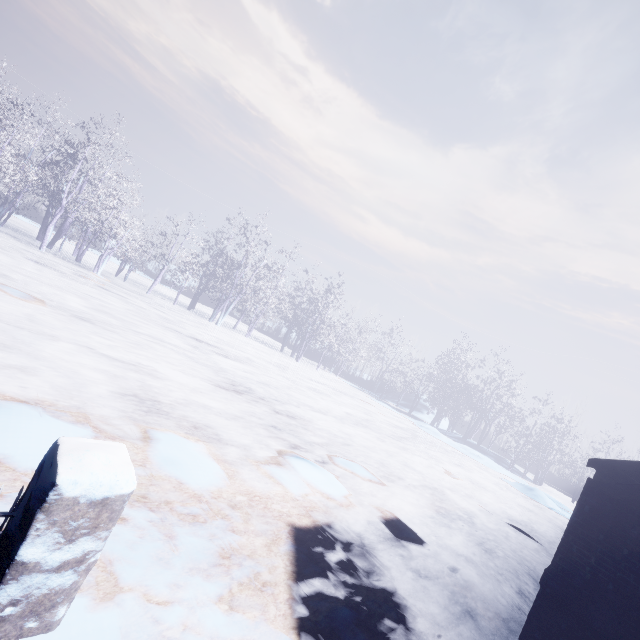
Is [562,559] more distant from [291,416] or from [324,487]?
[291,416]
